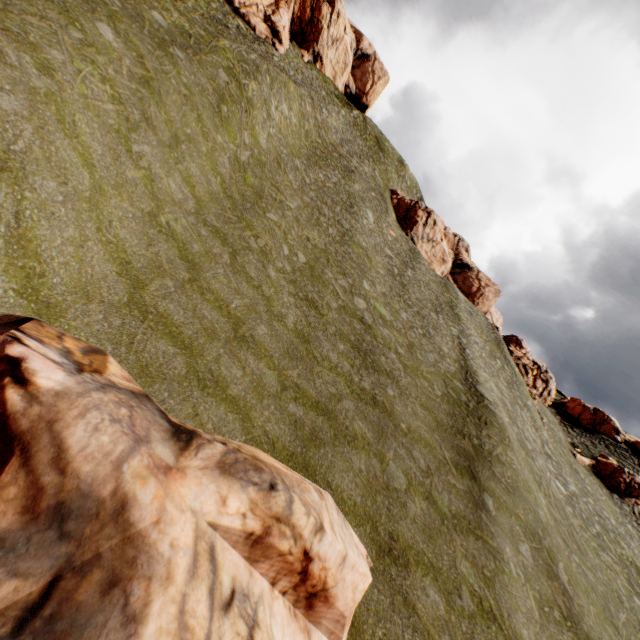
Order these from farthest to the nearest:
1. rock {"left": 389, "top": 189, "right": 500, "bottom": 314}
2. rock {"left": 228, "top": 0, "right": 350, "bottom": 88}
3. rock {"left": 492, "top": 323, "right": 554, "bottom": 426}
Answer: rock {"left": 389, "top": 189, "right": 500, "bottom": 314} < rock {"left": 228, "top": 0, "right": 350, "bottom": 88} < rock {"left": 492, "top": 323, "right": 554, "bottom": 426}

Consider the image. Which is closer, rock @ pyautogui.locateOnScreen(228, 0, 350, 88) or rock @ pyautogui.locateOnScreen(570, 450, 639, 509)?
rock @ pyautogui.locateOnScreen(570, 450, 639, 509)

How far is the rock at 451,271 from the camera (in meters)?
49.84

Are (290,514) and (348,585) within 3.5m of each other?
yes

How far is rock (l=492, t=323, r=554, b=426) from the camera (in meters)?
43.88

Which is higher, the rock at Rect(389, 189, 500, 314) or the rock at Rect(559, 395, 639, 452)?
the rock at Rect(389, 189, 500, 314)
